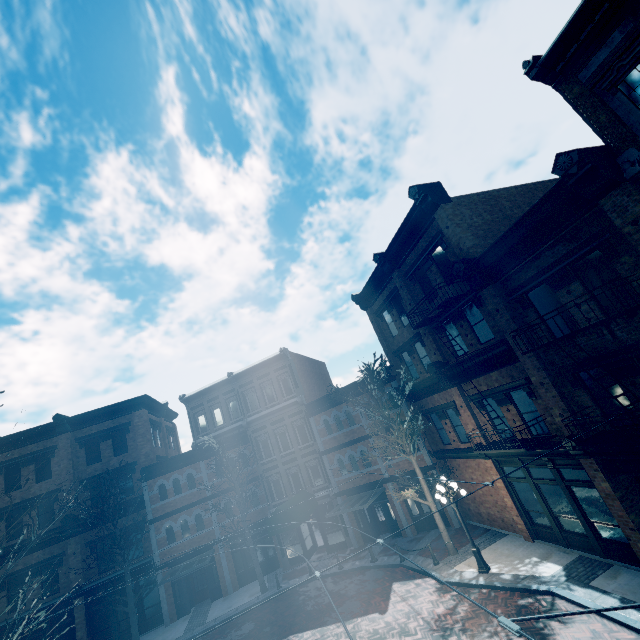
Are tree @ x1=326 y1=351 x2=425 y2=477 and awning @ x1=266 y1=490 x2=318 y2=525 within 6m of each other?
no

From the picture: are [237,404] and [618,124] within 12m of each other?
no

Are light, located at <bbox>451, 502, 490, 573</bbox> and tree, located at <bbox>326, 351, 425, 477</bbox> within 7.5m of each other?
yes

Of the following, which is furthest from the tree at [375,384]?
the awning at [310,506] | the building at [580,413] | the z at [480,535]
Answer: the awning at [310,506]

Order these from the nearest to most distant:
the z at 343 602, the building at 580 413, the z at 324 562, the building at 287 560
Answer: the building at 580 413 < the z at 343 602 < the z at 324 562 < the building at 287 560

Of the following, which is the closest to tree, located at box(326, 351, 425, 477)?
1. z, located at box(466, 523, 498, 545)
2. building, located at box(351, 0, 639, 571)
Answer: z, located at box(466, 523, 498, 545)

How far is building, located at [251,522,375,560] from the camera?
21.2m
